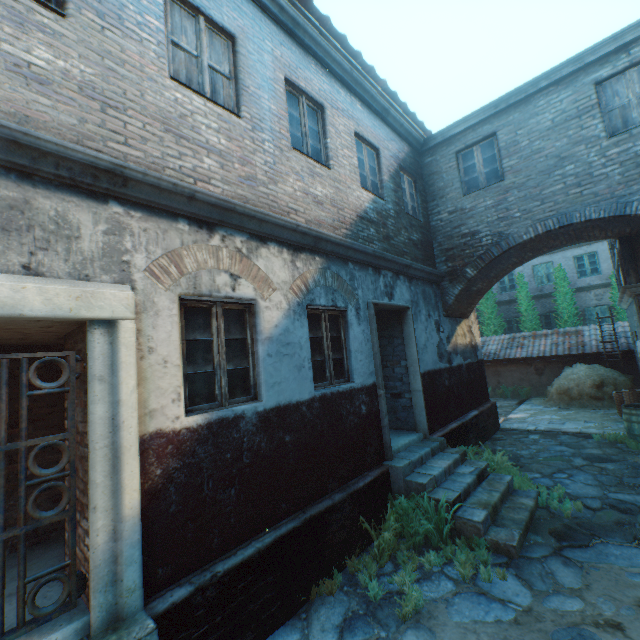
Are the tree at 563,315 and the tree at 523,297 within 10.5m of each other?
yes

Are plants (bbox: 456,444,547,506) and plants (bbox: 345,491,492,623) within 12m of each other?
yes

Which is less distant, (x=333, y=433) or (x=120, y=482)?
(x=120, y=482)

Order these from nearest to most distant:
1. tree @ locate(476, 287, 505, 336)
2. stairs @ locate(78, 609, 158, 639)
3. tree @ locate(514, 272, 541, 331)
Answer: stairs @ locate(78, 609, 158, 639)
tree @ locate(514, 272, 541, 331)
tree @ locate(476, 287, 505, 336)

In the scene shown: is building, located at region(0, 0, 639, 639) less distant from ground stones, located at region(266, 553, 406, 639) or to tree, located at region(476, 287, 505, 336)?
ground stones, located at region(266, 553, 406, 639)

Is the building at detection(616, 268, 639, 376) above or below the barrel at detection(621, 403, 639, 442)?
above

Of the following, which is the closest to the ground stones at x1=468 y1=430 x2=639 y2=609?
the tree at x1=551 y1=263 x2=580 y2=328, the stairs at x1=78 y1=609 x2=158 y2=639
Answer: the stairs at x1=78 y1=609 x2=158 y2=639

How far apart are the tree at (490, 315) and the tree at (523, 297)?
0.7 meters
